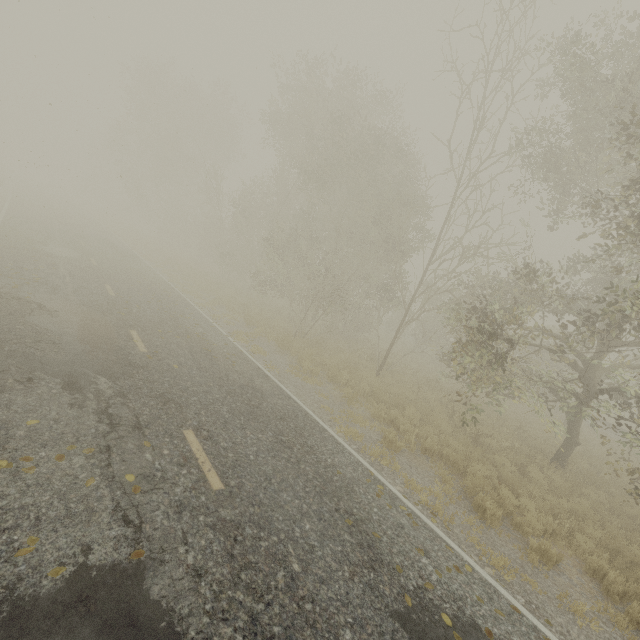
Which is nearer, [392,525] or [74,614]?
[74,614]
